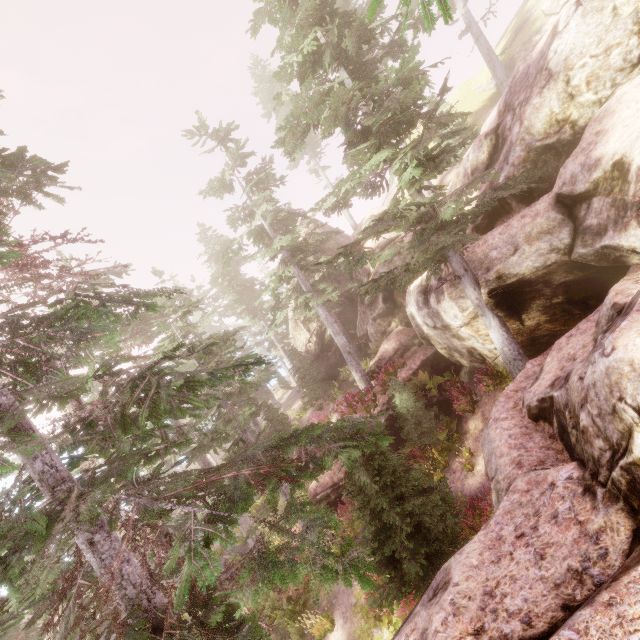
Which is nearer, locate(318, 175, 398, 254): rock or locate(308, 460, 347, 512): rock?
locate(308, 460, 347, 512): rock

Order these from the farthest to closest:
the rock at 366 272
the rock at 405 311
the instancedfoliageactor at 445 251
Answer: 1. the rock at 366 272
2. the rock at 405 311
3. the instancedfoliageactor at 445 251

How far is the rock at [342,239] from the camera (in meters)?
24.23

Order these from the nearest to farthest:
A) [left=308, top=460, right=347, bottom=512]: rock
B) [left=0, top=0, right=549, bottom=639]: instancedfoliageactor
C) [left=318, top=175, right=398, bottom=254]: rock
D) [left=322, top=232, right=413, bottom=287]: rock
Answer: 1. [left=0, top=0, right=549, bottom=639]: instancedfoliageactor
2. [left=308, top=460, right=347, bottom=512]: rock
3. [left=322, top=232, right=413, bottom=287]: rock
4. [left=318, top=175, right=398, bottom=254]: rock

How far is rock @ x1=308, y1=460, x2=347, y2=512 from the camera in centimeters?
1623cm

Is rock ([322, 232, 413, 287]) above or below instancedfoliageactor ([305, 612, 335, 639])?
above

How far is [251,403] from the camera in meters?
14.8
